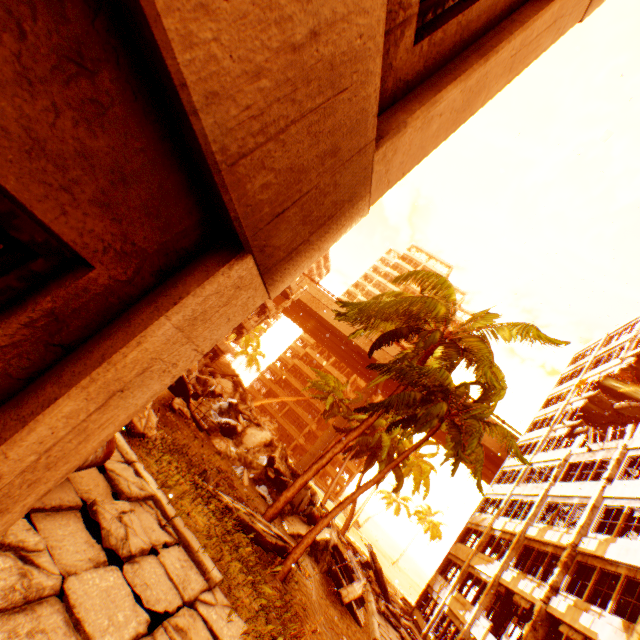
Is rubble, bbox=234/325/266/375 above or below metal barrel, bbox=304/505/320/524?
above

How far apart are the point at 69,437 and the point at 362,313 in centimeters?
1228cm

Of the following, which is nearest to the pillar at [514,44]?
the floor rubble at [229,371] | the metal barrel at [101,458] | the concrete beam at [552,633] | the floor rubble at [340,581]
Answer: the metal barrel at [101,458]

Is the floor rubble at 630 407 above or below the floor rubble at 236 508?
above

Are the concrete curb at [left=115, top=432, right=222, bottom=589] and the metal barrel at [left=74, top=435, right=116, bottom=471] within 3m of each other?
yes

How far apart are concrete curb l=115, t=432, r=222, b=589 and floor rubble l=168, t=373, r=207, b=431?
7.8m

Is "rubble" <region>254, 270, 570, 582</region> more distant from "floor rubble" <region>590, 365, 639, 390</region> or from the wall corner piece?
the wall corner piece

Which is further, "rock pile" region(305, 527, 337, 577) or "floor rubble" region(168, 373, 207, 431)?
"floor rubble" region(168, 373, 207, 431)
